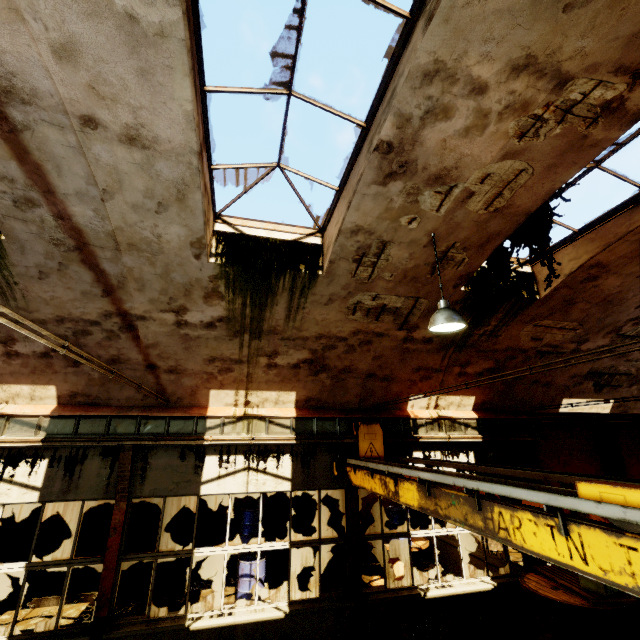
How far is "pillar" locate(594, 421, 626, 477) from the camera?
15.3 meters

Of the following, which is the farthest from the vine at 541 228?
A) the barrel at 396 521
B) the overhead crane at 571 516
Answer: the barrel at 396 521

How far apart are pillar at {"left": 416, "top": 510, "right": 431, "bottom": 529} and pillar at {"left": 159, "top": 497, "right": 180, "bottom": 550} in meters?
8.8

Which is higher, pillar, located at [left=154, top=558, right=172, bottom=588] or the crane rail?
the crane rail

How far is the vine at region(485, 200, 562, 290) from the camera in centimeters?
493cm

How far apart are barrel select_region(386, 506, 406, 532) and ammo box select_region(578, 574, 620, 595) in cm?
425

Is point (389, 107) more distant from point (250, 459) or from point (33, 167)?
point (250, 459)

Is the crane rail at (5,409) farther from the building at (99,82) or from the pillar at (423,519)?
the pillar at (423,519)
